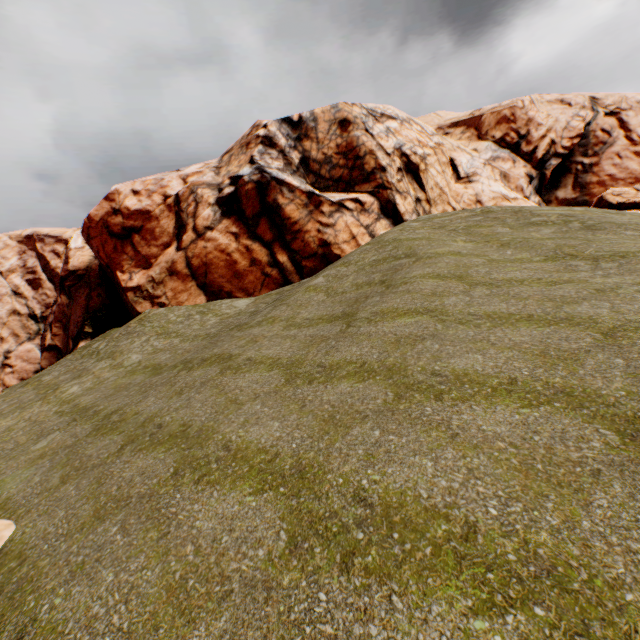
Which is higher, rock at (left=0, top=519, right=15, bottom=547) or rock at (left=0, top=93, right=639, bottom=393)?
rock at (left=0, top=93, right=639, bottom=393)

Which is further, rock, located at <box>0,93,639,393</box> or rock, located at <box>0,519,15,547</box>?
rock, located at <box>0,93,639,393</box>

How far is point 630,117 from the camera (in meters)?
36.50

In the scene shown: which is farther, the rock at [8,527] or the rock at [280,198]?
the rock at [280,198]

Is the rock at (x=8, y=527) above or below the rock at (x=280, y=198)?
below
